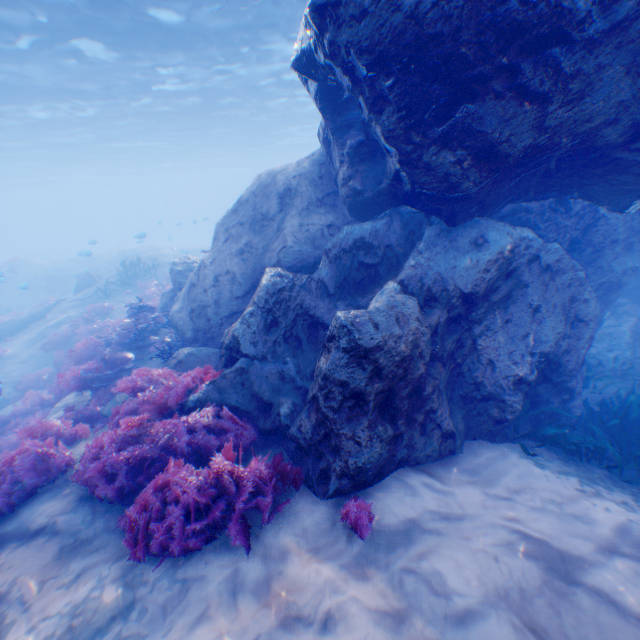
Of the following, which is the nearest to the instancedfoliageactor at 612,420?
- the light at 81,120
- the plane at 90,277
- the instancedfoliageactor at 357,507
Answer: the plane at 90,277

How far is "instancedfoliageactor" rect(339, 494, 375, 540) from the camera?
3.50m

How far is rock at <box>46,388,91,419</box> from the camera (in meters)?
7.94

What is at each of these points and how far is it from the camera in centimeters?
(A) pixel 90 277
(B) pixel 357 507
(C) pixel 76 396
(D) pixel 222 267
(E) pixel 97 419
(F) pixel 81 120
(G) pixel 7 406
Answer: (A) plane, 2008cm
(B) instancedfoliageactor, 371cm
(C) rock, 870cm
(D) rock, 817cm
(E) instancedfoliageactor, 703cm
(F) light, 2373cm
(G) rock, 1258cm

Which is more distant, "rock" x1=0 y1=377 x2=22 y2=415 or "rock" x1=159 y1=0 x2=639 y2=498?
"rock" x1=0 y1=377 x2=22 y2=415

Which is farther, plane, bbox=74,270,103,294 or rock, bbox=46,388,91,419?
plane, bbox=74,270,103,294

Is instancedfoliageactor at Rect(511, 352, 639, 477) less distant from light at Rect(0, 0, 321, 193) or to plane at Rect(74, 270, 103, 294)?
plane at Rect(74, 270, 103, 294)

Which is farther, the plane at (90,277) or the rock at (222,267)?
the plane at (90,277)
